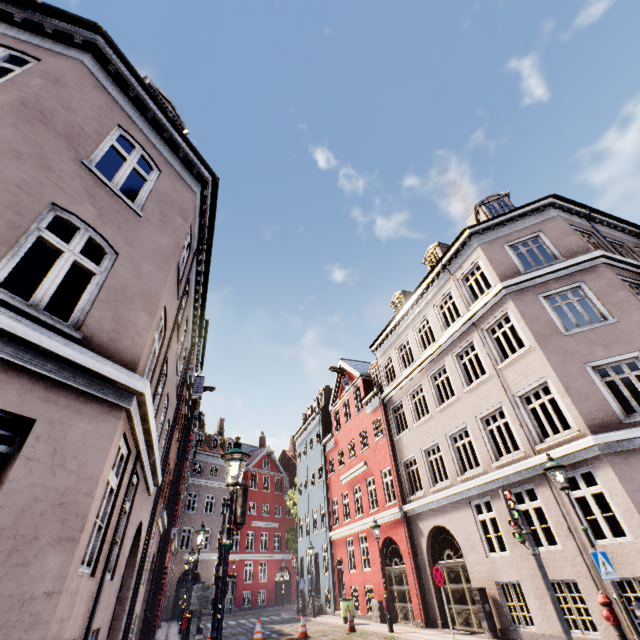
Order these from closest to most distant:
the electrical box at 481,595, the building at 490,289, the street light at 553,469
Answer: the street light at 553,469, the building at 490,289, the electrical box at 481,595

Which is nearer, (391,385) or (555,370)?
(555,370)

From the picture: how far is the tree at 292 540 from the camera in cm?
3066

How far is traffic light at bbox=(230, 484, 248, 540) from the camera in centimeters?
646cm

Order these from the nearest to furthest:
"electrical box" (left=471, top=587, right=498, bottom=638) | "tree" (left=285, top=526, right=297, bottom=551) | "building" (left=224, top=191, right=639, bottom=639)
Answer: "building" (left=224, top=191, right=639, bottom=639)
"electrical box" (left=471, top=587, right=498, bottom=638)
"tree" (left=285, top=526, right=297, bottom=551)

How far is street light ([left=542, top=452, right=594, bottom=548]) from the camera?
7.2 meters

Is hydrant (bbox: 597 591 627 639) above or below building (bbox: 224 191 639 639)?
below

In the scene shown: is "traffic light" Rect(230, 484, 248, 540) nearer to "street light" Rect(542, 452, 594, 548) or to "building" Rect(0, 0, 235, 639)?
"street light" Rect(542, 452, 594, 548)
